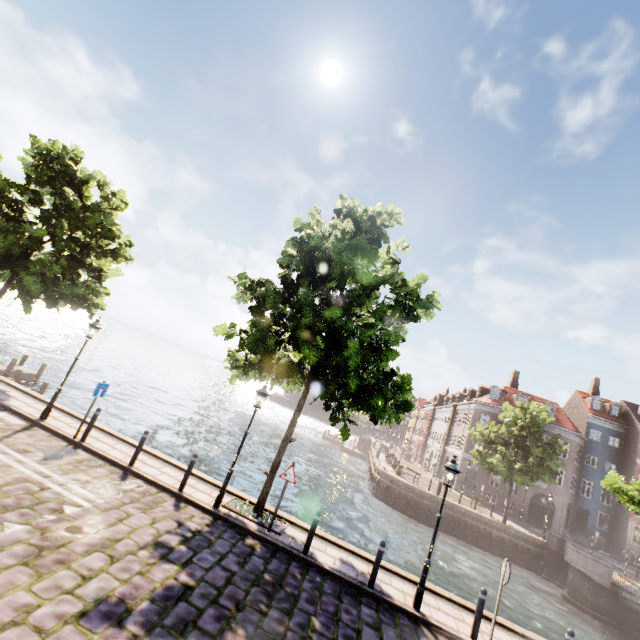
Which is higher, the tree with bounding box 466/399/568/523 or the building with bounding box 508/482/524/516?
the tree with bounding box 466/399/568/523

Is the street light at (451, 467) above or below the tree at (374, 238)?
below

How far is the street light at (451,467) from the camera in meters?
8.2

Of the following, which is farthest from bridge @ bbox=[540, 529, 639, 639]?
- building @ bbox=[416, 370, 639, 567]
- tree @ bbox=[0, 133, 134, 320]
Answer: building @ bbox=[416, 370, 639, 567]

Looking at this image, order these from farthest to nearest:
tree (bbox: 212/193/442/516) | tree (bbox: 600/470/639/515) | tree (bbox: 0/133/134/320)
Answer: tree (bbox: 0/133/134/320) → tree (bbox: 600/470/639/515) → tree (bbox: 212/193/442/516)

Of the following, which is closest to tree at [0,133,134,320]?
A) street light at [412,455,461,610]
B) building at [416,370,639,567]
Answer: street light at [412,455,461,610]

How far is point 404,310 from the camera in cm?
1174

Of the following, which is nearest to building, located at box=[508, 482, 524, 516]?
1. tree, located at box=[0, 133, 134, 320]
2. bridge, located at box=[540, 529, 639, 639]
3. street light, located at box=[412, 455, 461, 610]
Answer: tree, located at box=[0, 133, 134, 320]
